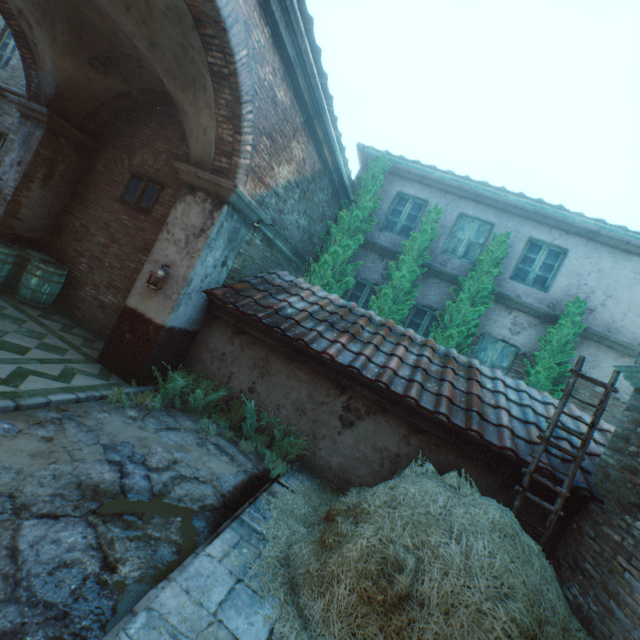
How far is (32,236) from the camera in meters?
7.7 m

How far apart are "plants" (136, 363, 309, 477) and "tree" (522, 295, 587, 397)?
6.3 meters

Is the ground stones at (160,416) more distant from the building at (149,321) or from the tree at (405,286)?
the tree at (405,286)

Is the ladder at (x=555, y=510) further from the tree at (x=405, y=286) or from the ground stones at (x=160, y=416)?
the tree at (x=405, y=286)

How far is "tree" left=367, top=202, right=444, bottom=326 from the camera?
8.6m

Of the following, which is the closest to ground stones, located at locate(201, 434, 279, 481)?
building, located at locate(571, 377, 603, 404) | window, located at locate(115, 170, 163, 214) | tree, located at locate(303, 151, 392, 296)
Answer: window, located at locate(115, 170, 163, 214)

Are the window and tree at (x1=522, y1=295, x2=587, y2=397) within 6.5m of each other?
no

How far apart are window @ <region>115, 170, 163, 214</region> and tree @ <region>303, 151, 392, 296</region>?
4.1m
